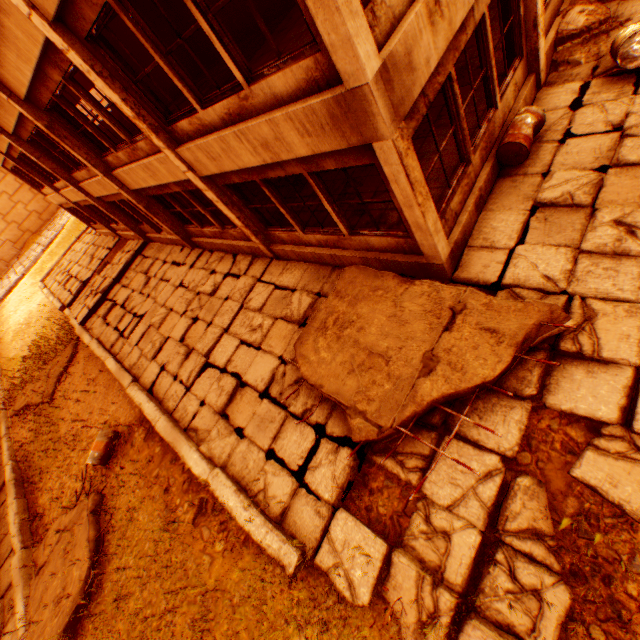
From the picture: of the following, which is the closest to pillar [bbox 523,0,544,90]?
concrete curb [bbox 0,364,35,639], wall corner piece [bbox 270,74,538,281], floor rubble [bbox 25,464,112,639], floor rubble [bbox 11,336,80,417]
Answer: wall corner piece [bbox 270,74,538,281]

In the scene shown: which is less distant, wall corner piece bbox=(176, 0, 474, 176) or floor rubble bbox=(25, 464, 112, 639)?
wall corner piece bbox=(176, 0, 474, 176)

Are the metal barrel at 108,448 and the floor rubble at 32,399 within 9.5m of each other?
yes

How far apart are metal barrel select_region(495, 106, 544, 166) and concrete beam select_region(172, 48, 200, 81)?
10.42m

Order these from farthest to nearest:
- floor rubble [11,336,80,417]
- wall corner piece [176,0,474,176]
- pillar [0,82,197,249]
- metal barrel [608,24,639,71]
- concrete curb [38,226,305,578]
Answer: floor rubble [11,336,80,417] → pillar [0,82,197,249] → metal barrel [608,24,639,71] → concrete curb [38,226,305,578] → wall corner piece [176,0,474,176]

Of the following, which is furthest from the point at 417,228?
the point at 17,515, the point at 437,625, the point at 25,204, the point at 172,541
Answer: the point at 25,204

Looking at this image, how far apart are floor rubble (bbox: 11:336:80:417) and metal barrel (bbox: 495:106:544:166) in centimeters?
1687cm

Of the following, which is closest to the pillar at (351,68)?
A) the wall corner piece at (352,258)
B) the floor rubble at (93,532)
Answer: the wall corner piece at (352,258)
